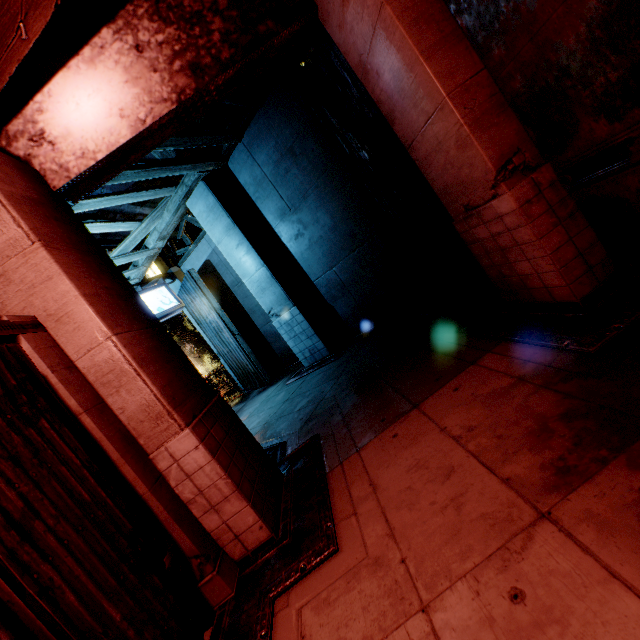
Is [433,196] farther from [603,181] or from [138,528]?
[138,528]

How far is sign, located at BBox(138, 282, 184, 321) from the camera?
10.75m

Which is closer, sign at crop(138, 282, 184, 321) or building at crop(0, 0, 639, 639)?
building at crop(0, 0, 639, 639)

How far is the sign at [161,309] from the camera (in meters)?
10.75

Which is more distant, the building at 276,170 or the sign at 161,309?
the sign at 161,309
